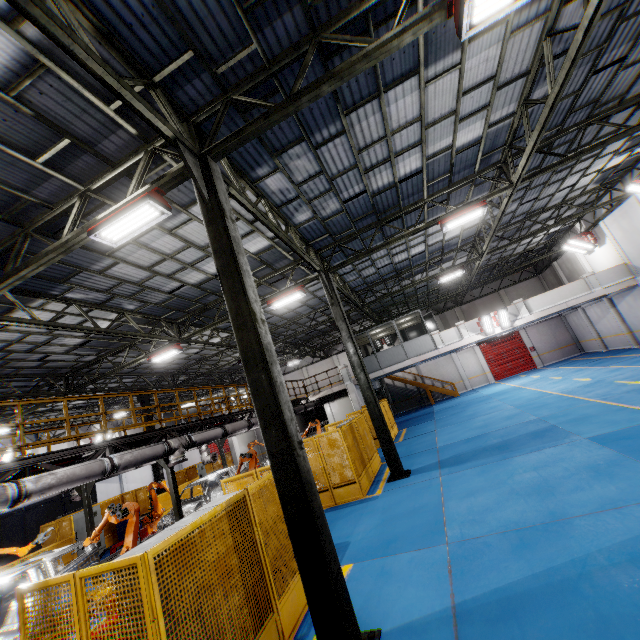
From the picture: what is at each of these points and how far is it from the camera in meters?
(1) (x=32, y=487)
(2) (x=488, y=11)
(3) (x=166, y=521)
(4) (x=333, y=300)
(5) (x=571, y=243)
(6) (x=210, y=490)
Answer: (1) vent pipe, 6.7 m
(2) light, 4.8 m
(3) chassis, 12.7 m
(4) metal pole, 12.7 m
(5) light, 21.6 m
(6) chassis, 15.7 m

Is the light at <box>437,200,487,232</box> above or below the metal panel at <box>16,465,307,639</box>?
above

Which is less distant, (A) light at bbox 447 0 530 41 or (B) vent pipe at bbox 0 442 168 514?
(A) light at bbox 447 0 530 41

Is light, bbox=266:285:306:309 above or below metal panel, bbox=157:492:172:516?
above

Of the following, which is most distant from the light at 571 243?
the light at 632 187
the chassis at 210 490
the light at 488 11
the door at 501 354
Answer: the chassis at 210 490

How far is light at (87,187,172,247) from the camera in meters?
6.1 m

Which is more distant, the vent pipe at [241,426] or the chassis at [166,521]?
the vent pipe at [241,426]

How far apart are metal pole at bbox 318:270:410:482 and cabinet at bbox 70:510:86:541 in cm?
1490
